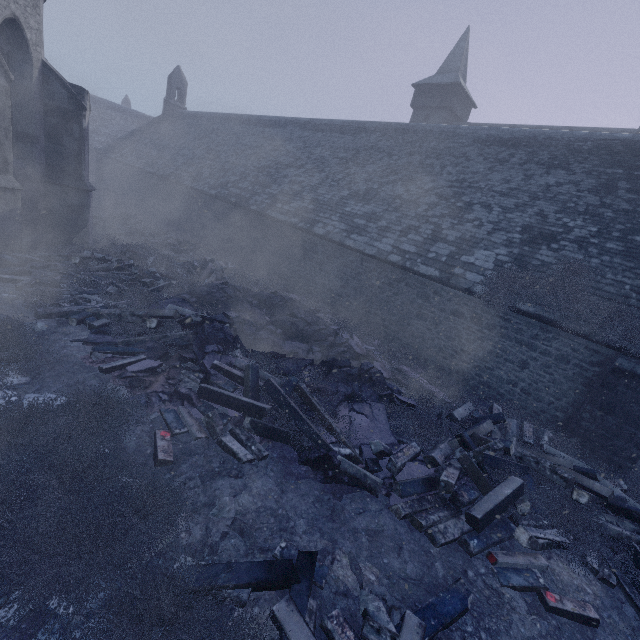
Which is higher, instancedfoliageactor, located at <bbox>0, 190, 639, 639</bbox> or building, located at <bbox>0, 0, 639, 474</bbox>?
building, located at <bbox>0, 0, 639, 474</bbox>

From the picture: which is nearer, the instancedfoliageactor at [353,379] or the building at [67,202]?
the instancedfoliageactor at [353,379]

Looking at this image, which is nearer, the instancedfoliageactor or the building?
the instancedfoliageactor

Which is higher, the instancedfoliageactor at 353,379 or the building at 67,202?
the building at 67,202

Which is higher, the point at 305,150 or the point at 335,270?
the point at 305,150
